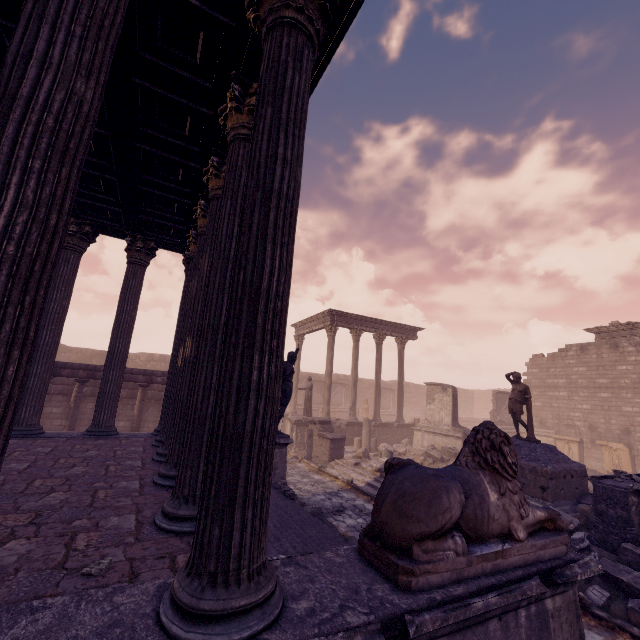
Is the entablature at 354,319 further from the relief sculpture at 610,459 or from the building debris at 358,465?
the relief sculpture at 610,459

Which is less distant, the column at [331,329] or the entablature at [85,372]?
the entablature at [85,372]

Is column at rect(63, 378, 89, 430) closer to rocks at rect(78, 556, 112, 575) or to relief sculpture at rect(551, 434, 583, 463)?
rocks at rect(78, 556, 112, 575)

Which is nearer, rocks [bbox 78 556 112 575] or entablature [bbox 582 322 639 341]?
rocks [bbox 78 556 112 575]

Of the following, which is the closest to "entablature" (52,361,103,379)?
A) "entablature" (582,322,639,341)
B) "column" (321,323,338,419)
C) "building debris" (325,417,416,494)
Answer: "building debris" (325,417,416,494)

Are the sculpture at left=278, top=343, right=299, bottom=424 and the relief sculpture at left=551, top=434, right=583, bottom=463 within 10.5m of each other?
A: no

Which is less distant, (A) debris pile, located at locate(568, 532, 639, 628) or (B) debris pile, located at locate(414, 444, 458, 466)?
(A) debris pile, located at locate(568, 532, 639, 628)

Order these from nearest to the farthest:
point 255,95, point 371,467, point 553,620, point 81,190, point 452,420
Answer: point 553,620
point 255,95
point 81,190
point 371,467
point 452,420
